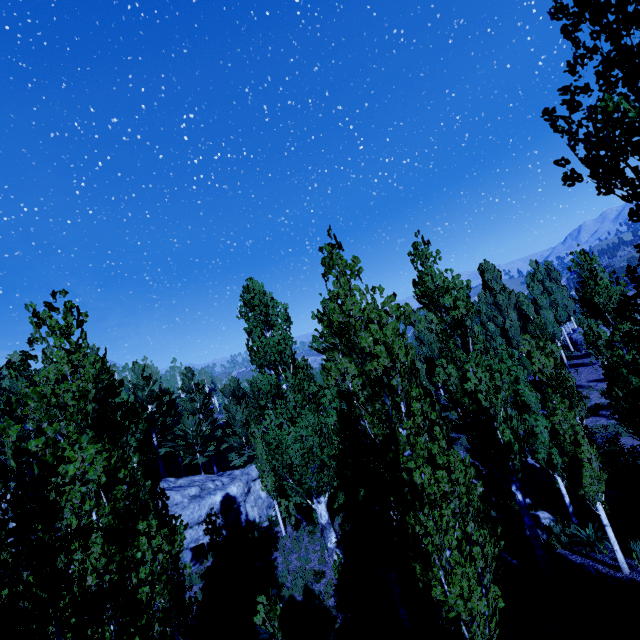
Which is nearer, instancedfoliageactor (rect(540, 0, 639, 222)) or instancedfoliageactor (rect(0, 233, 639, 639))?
instancedfoliageactor (rect(0, 233, 639, 639))

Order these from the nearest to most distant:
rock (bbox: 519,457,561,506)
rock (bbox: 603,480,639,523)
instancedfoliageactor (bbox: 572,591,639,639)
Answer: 1. instancedfoliageactor (bbox: 572,591,639,639)
2. rock (bbox: 603,480,639,523)
3. rock (bbox: 519,457,561,506)

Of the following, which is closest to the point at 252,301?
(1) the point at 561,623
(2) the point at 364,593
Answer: (2) the point at 364,593

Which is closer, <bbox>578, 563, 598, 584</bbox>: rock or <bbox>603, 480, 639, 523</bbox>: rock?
<bbox>578, 563, 598, 584</bbox>: rock

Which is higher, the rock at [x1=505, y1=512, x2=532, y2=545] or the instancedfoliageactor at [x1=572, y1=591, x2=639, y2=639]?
the instancedfoliageactor at [x1=572, y1=591, x2=639, y2=639]

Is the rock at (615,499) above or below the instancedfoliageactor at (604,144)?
below

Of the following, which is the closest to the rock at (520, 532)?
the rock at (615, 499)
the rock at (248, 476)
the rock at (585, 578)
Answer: the rock at (615, 499)

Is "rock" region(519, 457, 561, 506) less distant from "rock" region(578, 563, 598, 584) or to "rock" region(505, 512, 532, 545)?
"rock" region(505, 512, 532, 545)
